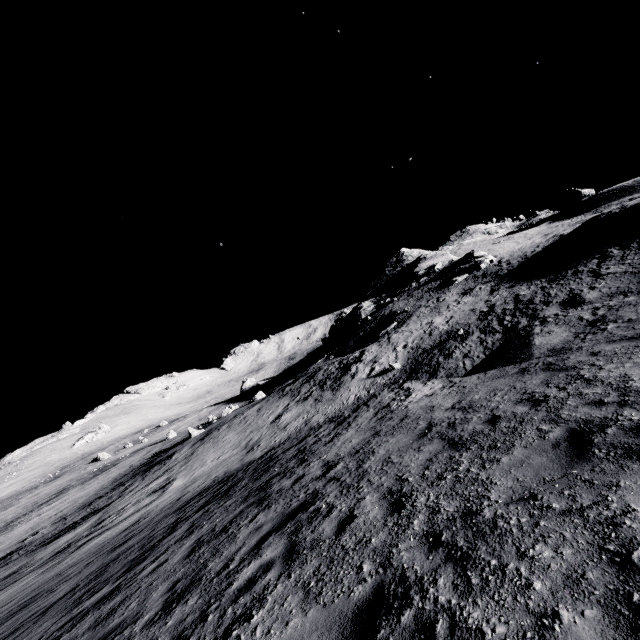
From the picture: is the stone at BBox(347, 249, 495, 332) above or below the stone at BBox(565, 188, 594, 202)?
below

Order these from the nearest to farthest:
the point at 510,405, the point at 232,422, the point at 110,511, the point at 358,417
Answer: the point at 510,405 → the point at 358,417 → the point at 110,511 → the point at 232,422

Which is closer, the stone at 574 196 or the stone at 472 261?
the stone at 472 261

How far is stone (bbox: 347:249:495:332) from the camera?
41.09m

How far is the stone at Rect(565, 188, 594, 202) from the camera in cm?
5650

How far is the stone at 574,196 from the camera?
56.5m

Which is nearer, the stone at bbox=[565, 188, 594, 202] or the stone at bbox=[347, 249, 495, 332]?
the stone at bbox=[347, 249, 495, 332]
